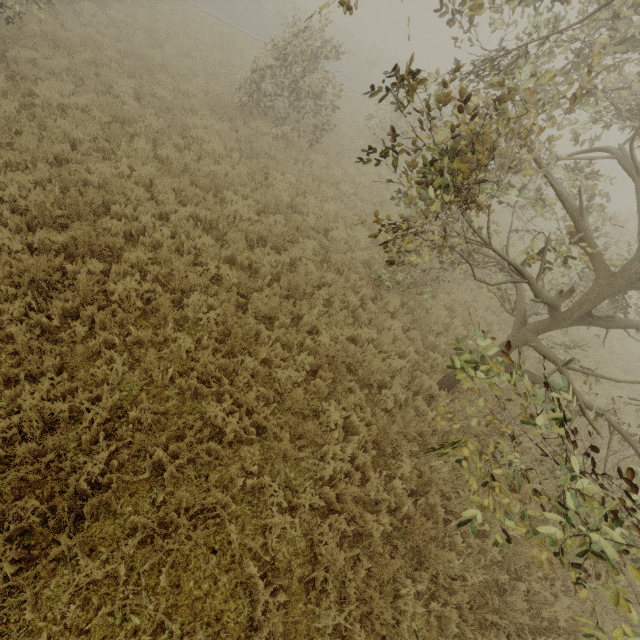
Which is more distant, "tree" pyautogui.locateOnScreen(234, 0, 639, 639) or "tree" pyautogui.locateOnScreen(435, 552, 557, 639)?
"tree" pyautogui.locateOnScreen(435, 552, 557, 639)

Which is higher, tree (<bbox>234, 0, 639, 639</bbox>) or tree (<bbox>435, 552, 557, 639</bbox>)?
tree (<bbox>234, 0, 639, 639</bbox>)

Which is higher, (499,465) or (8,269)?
(499,465)

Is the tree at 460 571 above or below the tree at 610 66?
below

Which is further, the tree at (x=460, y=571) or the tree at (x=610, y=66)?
the tree at (x=460, y=571)
